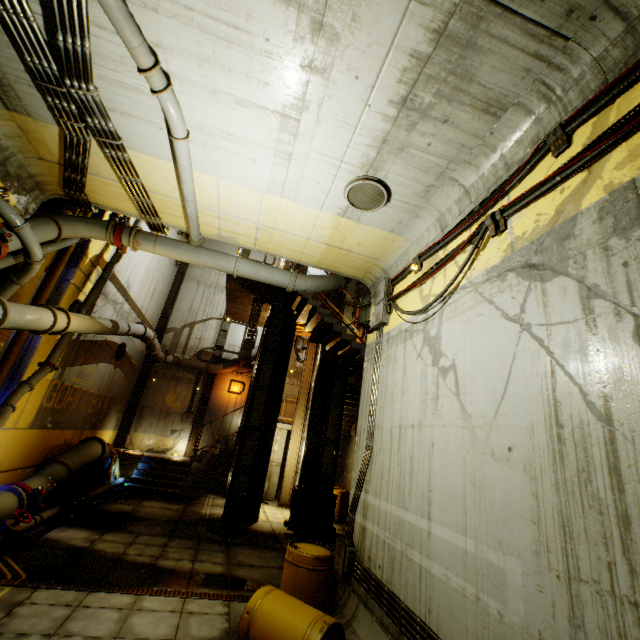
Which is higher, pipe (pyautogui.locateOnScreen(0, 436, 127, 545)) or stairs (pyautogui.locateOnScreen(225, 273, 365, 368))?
stairs (pyautogui.locateOnScreen(225, 273, 365, 368))

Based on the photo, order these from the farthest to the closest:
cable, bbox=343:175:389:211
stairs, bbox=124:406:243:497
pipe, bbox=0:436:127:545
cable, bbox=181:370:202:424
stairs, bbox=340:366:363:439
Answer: cable, bbox=181:370:202:424 → stairs, bbox=340:366:363:439 → stairs, bbox=124:406:243:497 → pipe, bbox=0:436:127:545 → cable, bbox=343:175:389:211

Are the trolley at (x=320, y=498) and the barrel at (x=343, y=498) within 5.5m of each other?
yes

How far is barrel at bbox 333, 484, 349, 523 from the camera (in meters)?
13.27

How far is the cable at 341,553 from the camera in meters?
6.0

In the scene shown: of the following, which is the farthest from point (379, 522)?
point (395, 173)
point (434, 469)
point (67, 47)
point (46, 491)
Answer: point (67, 47)

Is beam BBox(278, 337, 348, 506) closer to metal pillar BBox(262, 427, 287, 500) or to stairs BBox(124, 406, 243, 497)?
stairs BBox(124, 406, 243, 497)

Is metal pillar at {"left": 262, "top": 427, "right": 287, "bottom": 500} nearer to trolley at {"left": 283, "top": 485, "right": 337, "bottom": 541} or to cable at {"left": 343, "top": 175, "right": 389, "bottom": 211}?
trolley at {"left": 283, "top": 485, "right": 337, "bottom": 541}
